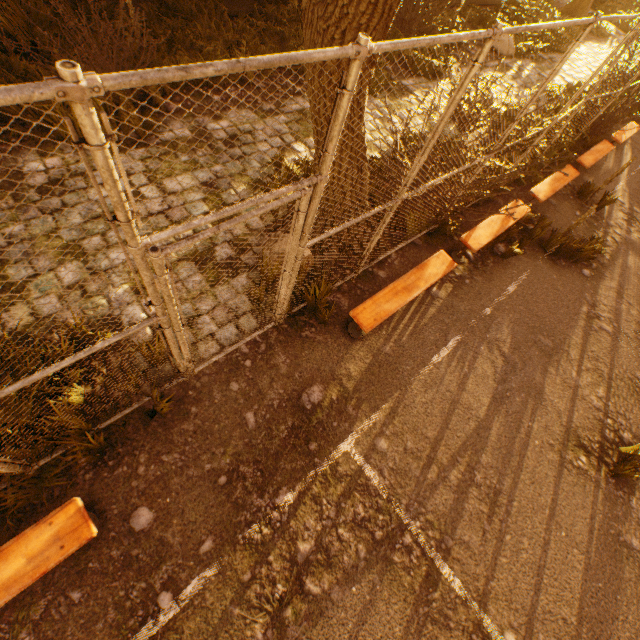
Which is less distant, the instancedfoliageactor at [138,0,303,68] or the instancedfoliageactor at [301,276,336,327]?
the instancedfoliageactor at [301,276,336,327]

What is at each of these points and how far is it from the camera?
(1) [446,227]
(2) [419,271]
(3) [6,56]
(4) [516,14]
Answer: (1) instancedfoliageactor, 5.4m
(2) bench, 4.5m
(3) instancedfoliageactor, 4.7m
(4) instancedfoliageactor, 12.5m

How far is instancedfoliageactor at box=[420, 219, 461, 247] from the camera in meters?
5.3

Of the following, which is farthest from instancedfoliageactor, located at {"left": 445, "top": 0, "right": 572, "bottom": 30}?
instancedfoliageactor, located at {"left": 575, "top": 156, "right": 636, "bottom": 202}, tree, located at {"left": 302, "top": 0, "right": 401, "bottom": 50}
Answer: instancedfoliageactor, located at {"left": 575, "top": 156, "right": 636, "bottom": 202}

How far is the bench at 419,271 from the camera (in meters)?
3.90

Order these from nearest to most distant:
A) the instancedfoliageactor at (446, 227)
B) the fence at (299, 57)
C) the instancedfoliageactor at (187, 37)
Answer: the fence at (299, 57) → the instancedfoliageactor at (446, 227) → the instancedfoliageactor at (187, 37)

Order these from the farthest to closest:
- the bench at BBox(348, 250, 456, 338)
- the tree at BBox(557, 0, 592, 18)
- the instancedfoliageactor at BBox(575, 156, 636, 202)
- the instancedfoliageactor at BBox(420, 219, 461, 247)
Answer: the tree at BBox(557, 0, 592, 18) → the instancedfoliageactor at BBox(575, 156, 636, 202) → the instancedfoliageactor at BBox(420, 219, 461, 247) → the bench at BBox(348, 250, 456, 338)

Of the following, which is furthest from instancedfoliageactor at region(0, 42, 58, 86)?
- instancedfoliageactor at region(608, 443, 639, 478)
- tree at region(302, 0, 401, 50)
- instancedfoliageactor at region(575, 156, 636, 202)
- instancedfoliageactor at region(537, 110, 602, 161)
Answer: instancedfoliageactor at region(608, 443, 639, 478)
